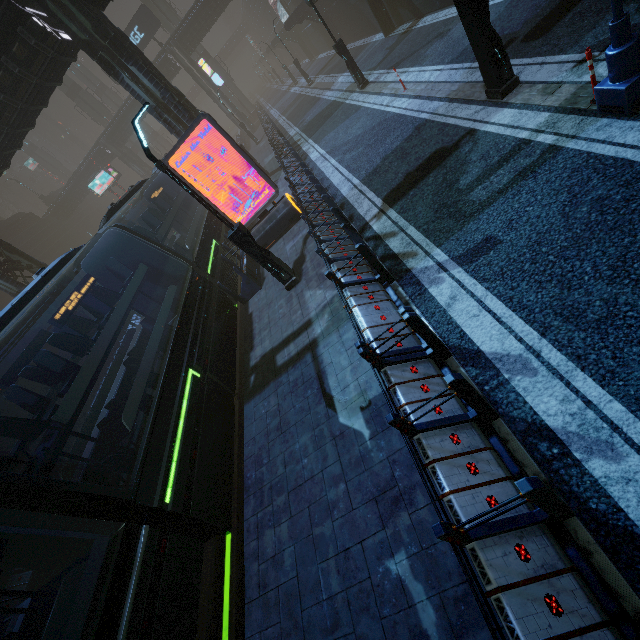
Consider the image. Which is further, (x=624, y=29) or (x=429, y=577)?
(x=624, y=29)

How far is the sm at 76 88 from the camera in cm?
4312

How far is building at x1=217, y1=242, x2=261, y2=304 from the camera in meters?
11.6 m

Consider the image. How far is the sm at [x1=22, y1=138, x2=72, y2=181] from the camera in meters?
54.1

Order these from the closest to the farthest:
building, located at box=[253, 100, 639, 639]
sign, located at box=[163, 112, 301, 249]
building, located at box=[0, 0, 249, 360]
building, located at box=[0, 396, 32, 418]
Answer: building, located at box=[253, 100, 639, 639]
sign, located at box=[163, 112, 301, 249]
building, located at box=[0, 0, 249, 360]
building, located at box=[0, 396, 32, 418]

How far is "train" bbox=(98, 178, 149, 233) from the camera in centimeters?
1119cm

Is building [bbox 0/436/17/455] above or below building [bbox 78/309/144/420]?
above

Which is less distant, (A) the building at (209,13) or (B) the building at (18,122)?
(B) the building at (18,122)
